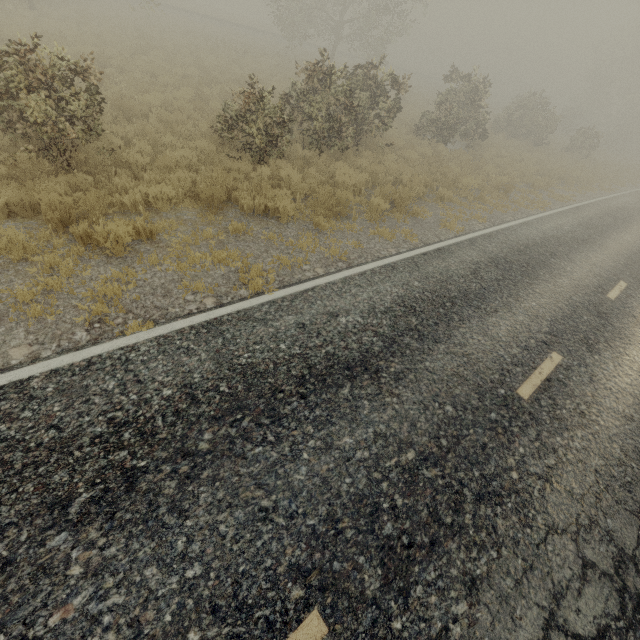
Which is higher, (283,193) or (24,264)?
(283,193)
